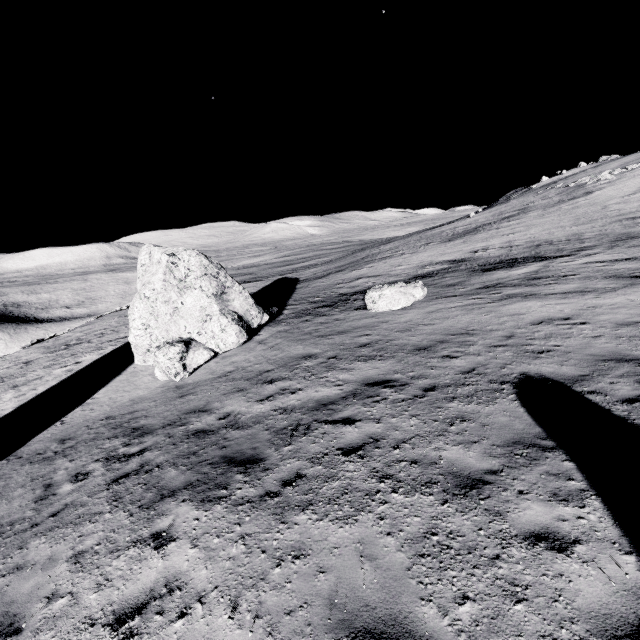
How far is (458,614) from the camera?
3.6m

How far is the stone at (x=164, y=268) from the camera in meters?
14.3

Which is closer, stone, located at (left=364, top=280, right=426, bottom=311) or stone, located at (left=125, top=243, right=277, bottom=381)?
stone, located at (left=125, top=243, right=277, bottom=381)

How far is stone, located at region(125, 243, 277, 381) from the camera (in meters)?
14.28

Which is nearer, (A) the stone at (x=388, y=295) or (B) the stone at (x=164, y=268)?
(B) the stone at (x=164, y=268)

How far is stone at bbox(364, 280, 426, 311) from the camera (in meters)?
15.40
